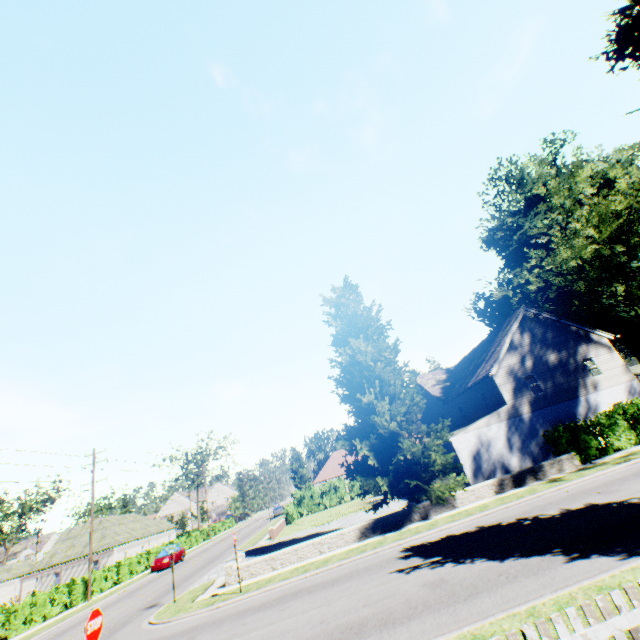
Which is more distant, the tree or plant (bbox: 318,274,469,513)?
the tree

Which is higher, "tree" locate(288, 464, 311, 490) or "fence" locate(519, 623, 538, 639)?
"tree" locate(288, 464, 311, 490)

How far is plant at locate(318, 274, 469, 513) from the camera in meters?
17.4 m

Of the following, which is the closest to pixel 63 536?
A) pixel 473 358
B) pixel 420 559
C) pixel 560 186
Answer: pixel 420 559

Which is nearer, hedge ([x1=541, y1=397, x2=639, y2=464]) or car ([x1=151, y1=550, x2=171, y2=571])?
hedge ([x1=541, y1=397, x2=639, y2=464])

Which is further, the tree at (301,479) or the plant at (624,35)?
the tree at (301,479)

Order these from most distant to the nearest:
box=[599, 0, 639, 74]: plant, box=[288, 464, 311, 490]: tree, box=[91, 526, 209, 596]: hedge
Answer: box=[288, 464, 311, 490]: tree
box=[91, 526, 209, 596]: hedge
box=[599, 0, 639, 74]: plant

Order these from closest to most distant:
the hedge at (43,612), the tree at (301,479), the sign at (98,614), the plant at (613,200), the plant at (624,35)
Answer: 1. the sign at (98,614)
2. the plant at (624,35)
3. the plant at (613,200)
4. the hedge at (43,612)
5. the tree at (301,479)
